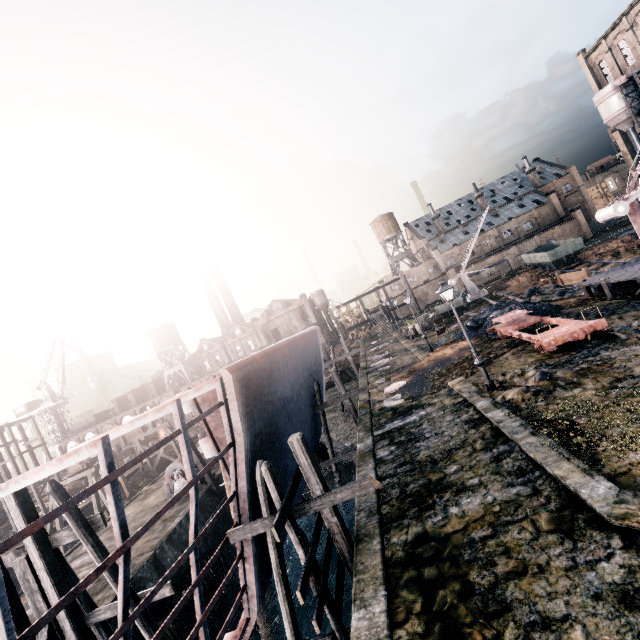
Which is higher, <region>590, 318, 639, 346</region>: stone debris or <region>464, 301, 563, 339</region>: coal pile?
<region>464, 301, 563, 339</region>: coal pile

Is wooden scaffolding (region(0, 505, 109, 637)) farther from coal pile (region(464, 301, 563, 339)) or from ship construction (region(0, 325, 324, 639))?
coal pile (region(464, 301, 563, 339))

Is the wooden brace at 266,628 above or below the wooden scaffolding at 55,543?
below

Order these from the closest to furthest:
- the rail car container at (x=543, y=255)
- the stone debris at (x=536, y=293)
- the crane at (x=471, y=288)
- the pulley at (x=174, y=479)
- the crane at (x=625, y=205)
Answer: the crane at (x=625, y=205) < the pulley at (x=174, y=479) < the stone debris at (x=536, y=293) < the rail car container at (x=543, y=255) < the crane at (x=471, y=288)

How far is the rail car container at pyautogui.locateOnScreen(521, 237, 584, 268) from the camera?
47.7 meters

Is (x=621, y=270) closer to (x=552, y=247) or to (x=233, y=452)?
(x=233, y=452)

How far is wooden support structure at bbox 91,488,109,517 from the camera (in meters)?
29.66

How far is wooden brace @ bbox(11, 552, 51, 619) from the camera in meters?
10.1
